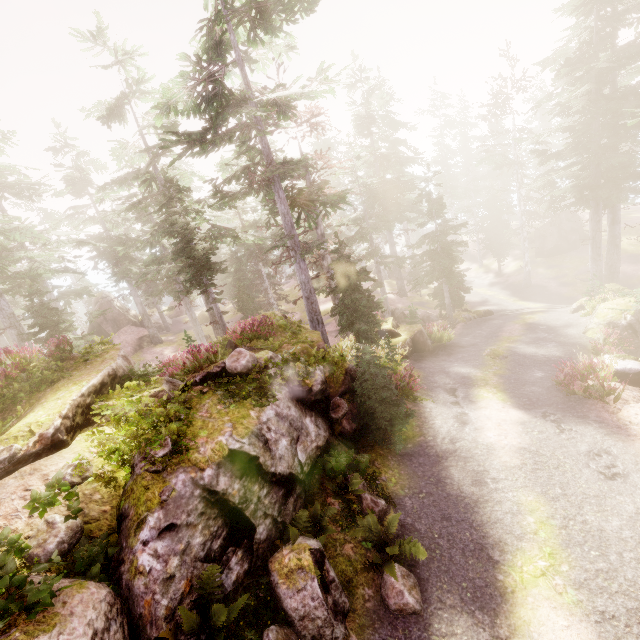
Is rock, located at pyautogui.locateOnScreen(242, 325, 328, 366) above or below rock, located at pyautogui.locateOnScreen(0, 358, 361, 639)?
above

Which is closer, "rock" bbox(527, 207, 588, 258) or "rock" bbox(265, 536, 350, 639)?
"rock" bbox(265, 536, 350, 639)

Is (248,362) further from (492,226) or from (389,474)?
(492,226)

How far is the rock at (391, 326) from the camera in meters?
19.4

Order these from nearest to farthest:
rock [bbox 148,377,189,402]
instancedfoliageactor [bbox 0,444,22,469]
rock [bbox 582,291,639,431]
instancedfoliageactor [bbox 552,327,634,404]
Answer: instancedfoliageactor [bbox 0,444,22,469], rock [bbox 148,377,189,402], rock [bbox 582,291,639,431], instancedfoliageactor [bbox 552,327,634,404]

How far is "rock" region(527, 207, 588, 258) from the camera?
38.0 meters

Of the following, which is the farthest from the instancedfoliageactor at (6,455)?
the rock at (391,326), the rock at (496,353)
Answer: the rock at (496,353)

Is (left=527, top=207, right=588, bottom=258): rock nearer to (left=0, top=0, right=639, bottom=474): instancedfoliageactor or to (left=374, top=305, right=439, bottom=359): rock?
A: (left=0, top=0, right=639, bottom=474): instancedfoliageactor
